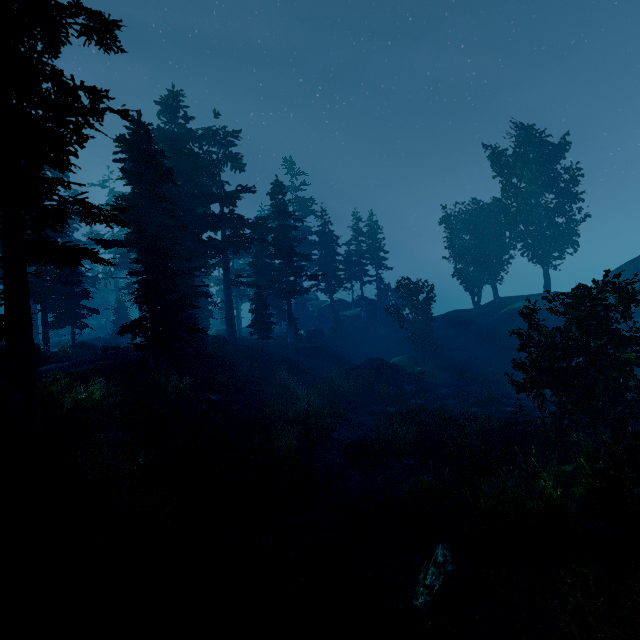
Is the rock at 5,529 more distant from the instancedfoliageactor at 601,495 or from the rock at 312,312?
the rock at 312,312

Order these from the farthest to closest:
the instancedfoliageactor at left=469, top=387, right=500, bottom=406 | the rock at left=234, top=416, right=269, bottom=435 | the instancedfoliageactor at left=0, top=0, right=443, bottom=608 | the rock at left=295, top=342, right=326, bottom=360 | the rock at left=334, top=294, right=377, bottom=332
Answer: the rock at left=334, top=294, right=377, bottom=332
the rock at left=295, top=342, right=326, bottom=360
the instancedfoliageactor at left=469, top=387, right=500, bottom=406
the rock at left=234, top=416, right=269, bottom=435
the instancedfoliageactor at left=0, top=0, right=443, bottom=608

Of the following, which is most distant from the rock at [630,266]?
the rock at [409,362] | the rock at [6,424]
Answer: the rock at [6,424]

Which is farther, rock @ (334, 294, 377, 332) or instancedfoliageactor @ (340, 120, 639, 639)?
rock @ (334, 294, 377, 332)

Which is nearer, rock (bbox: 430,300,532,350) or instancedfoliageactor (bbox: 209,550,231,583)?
instancedfoliageactor (bbox: 209,550,231,583)

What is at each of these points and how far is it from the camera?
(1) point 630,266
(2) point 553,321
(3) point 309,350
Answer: (1) rock, 30.66m
(2) rock, 31.09m
(3) rock, 38.41m

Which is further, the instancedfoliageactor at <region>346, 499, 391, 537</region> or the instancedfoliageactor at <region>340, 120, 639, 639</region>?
the instancedfoliageactor at <region>346, 499, 391, 537</region>

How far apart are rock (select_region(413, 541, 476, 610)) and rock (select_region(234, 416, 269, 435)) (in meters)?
10.87
